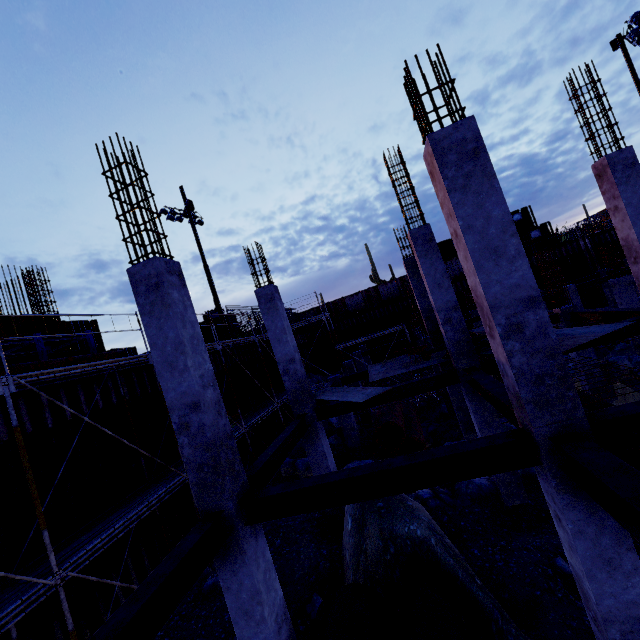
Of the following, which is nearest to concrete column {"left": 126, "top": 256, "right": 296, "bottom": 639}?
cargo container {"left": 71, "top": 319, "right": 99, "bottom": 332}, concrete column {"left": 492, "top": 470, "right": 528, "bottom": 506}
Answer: concrete column {"left": 492, "top": 470, "right": 528, "bottom": 506}

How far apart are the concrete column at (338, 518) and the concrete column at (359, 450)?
4.34m

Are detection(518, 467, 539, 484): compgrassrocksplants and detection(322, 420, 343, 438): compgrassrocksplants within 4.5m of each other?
no

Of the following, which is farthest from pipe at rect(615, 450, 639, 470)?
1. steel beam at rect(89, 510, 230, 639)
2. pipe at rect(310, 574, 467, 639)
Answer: steel beam at rect(89, 510, 230, 639)

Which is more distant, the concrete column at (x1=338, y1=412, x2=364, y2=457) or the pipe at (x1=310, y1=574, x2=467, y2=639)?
the concrete column at (x1=338, y1=412, x2=364, y2=457)

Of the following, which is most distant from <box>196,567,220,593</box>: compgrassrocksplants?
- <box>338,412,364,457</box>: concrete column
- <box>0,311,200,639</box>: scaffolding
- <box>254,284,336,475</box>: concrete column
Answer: <box>338,412,364,457</box>: concrete column

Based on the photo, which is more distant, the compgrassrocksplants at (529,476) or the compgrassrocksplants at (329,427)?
the compgrassrocksplants at (329,427)

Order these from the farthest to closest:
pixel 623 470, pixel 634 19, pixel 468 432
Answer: pixel 634 19, pixel 468 432, pixel 623 470
